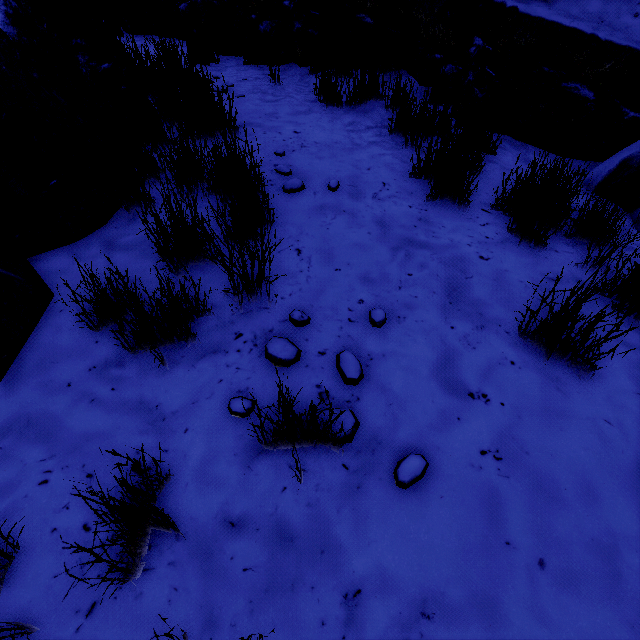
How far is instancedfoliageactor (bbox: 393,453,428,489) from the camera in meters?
1.2

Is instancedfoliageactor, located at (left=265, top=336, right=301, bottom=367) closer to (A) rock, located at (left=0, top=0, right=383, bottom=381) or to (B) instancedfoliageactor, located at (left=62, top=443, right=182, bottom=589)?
(B) instancedfoliageactor, located at (left=62, top=443, right=182, bottom=589)

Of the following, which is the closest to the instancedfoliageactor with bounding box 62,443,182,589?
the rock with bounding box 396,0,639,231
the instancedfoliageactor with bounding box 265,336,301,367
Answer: the instancedfoliageactor with bounding box 265,336,301,367

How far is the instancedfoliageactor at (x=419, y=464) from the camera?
1.2m

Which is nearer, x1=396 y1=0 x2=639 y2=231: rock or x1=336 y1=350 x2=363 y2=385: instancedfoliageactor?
x1=336 y1=350 x2=363 y2=385: instancedfoliageactor

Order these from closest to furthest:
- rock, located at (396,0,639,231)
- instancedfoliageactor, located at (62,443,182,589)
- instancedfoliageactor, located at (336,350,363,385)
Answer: instancedfoliageactor, located at (62,443,182,589) < instancedfoliageactor, located at (336,350,363,385) < rock, located at (396,0,639,231)

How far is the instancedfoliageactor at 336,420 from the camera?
1.08m

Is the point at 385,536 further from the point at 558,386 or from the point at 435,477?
the point at 558,386
